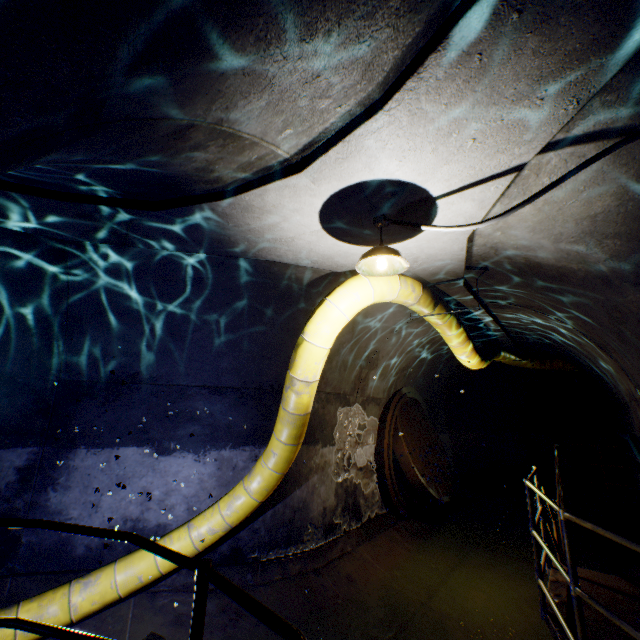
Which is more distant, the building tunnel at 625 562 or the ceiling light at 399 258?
the building tunnel at 625 562

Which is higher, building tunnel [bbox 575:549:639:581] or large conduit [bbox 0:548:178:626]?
large conduit [bbox 0:548:178:626]

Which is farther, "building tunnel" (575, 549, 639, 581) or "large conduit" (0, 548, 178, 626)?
"building tunnel" (575, 549, 639, 581)

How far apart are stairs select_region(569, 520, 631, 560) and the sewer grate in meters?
2.0

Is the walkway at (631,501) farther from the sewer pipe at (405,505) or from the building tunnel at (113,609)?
the sewer pipe at (405,505)

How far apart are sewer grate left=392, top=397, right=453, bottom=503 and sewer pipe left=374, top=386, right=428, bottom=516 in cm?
1

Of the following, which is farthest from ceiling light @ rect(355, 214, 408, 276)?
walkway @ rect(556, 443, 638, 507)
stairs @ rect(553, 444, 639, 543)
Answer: walkway @ rect(556, 443, 638, 507)

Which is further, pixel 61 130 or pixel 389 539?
pixel 389 539
